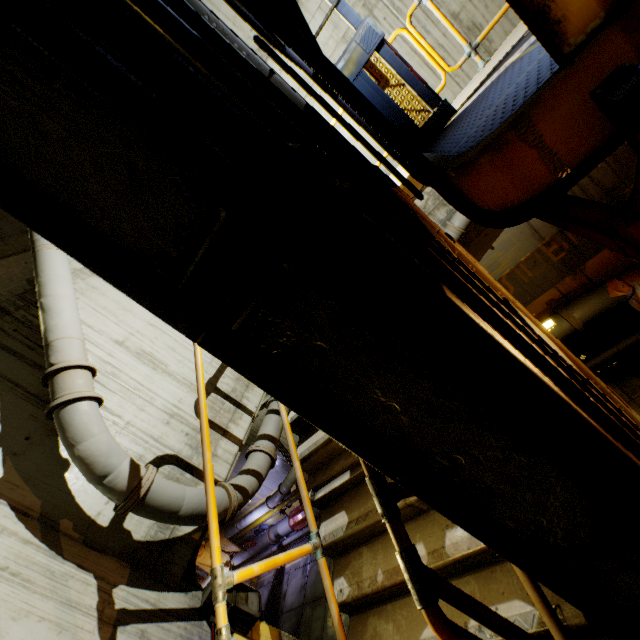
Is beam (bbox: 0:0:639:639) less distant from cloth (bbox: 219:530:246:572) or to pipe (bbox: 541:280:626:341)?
pipe (bbox: 541:280:626:341)

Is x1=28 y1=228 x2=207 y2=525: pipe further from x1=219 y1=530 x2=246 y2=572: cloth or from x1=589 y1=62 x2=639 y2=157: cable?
x1=589 y1=62 x2=639 y2=157: cable

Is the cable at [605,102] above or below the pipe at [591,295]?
above

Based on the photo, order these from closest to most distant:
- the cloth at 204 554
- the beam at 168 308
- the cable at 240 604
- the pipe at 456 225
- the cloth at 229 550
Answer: the beam at 168 308 → the cable at 240 604 → the pipe at 456 225 → the cloth at 229 550 → the cloth at 204 554

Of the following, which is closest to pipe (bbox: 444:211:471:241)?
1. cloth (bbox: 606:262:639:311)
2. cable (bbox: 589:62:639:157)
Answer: cloth (bbox: 606:262:639:311)

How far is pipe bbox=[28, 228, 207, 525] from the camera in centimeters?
411cm

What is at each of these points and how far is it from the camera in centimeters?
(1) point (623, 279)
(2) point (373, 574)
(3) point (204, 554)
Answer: (1) cloth, 871cm
(2) stairs, 276cm
(3) cloth, 1869cm
